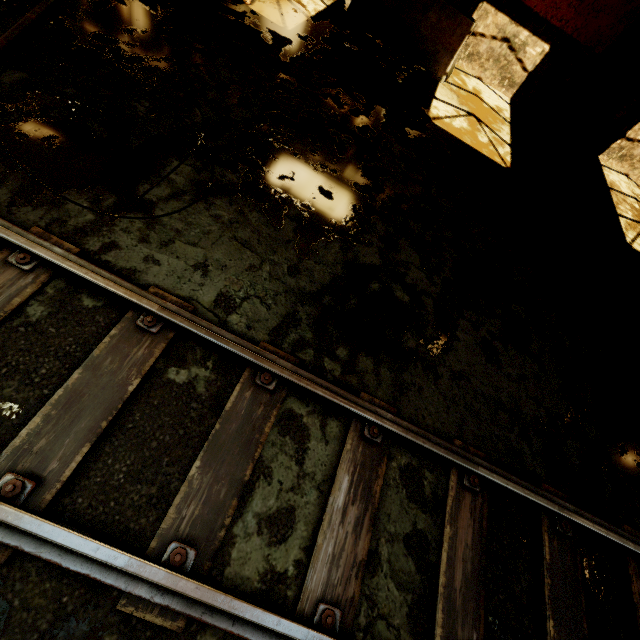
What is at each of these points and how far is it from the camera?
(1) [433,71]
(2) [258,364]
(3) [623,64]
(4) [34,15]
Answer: (1) concrete barricade, 7.2 meters
(2) rail track, 2.6 meters
(3) pillar, 7.3 meters
(4) pipe, 3.6 meters

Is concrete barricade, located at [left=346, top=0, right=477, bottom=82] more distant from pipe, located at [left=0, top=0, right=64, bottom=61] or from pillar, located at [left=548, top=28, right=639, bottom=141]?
pipe, located at [left=0, top=0, right=64, bottom=61]

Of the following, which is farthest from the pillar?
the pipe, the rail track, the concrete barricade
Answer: the pipe

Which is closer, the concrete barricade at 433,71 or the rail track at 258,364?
the rail track at 258,364

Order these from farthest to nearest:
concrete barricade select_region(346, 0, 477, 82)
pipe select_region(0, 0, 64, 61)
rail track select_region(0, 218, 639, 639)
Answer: concrete barricade select_region(346, 0, 477, 82) → pipe select_region(0, 0, 64, 61) → rail track select_region(0, 218, 639, 639)

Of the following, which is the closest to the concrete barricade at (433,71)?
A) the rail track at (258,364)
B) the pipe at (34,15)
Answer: the pipe at (34,15)

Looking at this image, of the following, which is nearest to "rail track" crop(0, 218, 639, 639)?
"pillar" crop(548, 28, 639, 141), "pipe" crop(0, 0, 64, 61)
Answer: "pipe" crop(0, 0, 64, 61)

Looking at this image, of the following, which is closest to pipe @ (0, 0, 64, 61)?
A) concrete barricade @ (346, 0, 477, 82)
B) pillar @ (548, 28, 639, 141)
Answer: concrete barricade @ (346, 0, 477, 82)
